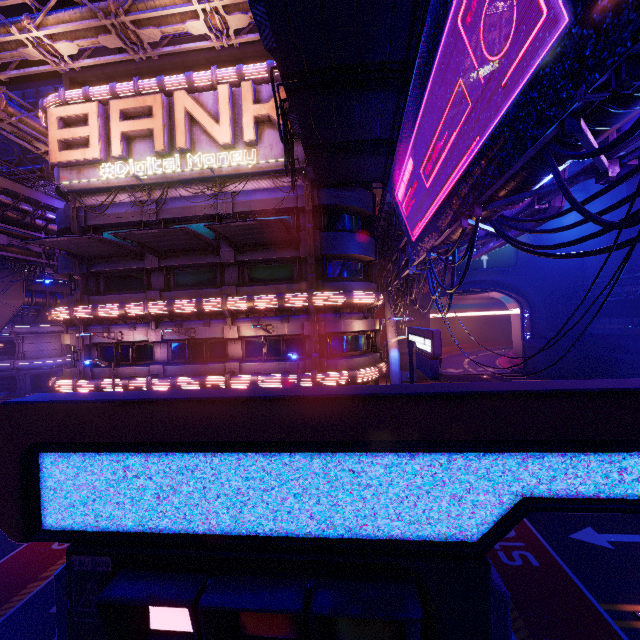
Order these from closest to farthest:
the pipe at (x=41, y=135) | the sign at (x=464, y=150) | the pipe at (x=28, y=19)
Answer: the sign at (x=464, y=150) < the pipe at (x=28, y=19) < the pipe at (x=41, y=135)

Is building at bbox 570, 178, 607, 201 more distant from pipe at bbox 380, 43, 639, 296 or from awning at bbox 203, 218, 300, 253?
awning at bbox 203, 218, 300, 253

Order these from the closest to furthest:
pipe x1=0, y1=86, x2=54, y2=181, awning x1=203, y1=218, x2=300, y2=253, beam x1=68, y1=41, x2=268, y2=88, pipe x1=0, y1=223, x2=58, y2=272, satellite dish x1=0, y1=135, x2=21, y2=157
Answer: awning x1=203, y1=218, x2=300, y2=253, beam x1=68, y1=41, x2=268, y2=88, pipe x1=0, y1=86, x2=54, y2=181, pipe x1=0, y1=223, x2=58, y2=272, satellite dish x1=0, y1=135, x2=21, y2=157

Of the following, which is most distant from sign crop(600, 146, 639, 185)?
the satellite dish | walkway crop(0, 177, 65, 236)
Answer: the satellite dish

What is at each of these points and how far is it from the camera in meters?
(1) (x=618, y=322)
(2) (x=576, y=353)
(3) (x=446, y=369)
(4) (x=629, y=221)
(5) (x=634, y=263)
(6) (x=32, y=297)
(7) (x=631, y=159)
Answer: (1) fence, 32.2 m
(2) wall arch, 37.2 m
(3) tunnel, 47.4 m
(4) cable, 4.5 m
(5) building, 33.7 m
(6) walkway, 31.9 m
(7) sign, 6.6 m

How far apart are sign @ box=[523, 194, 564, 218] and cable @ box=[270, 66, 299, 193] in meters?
8.0 m

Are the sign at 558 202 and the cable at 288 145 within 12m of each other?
yes

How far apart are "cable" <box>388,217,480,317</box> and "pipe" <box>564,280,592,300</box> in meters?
19.2
